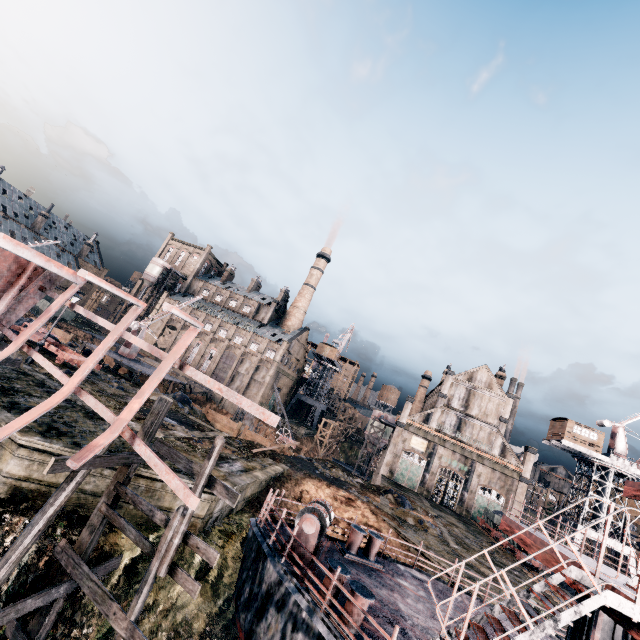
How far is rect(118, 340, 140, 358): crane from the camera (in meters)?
39.62

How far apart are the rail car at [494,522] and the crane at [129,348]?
49.44m

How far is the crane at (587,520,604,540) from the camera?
38.4m

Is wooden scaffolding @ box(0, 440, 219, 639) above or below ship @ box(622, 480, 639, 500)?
below

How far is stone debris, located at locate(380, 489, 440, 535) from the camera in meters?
27.9 m

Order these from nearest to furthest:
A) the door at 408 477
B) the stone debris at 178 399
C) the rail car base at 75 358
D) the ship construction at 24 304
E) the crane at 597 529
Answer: the ship construction at 24 304 → the rail car base at 75 358 → the stone debris at 178 399 → the crane at 597 529 → the door at 408 477

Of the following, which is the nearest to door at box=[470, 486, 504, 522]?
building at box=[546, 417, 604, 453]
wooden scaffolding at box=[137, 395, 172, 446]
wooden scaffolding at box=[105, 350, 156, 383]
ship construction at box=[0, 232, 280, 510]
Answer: building at box=[546, 417, 604, 453]

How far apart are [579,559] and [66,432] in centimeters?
1875cm
